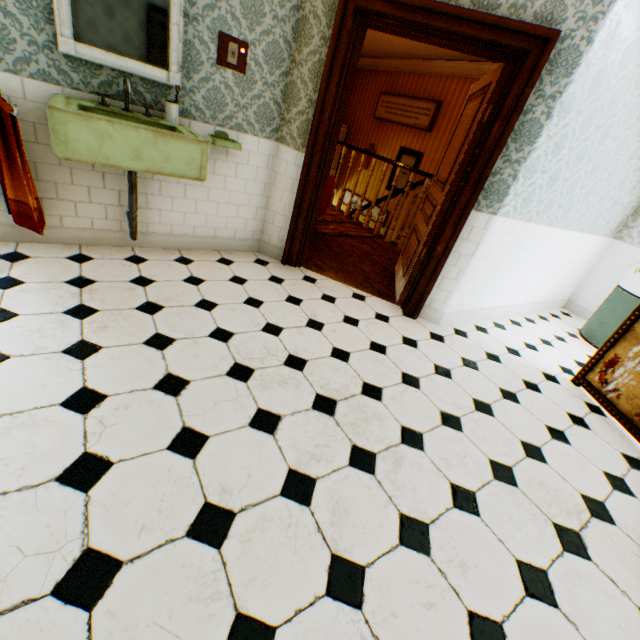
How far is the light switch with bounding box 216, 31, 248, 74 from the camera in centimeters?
259cm

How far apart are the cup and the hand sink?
0.1m

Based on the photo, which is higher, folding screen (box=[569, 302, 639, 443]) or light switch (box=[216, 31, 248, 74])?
light switch (box=[216, 31, 248, 74])

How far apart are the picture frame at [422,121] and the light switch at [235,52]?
5.58m

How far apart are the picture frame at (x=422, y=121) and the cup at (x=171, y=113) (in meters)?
6.18

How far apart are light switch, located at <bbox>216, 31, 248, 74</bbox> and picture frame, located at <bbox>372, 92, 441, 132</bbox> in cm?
558

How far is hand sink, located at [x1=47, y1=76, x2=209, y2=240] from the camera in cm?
189

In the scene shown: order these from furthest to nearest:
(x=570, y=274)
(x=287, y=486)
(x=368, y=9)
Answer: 1. (x=570, y=274)
2. (x=368, y=9)
3. (x=287, y=486)
